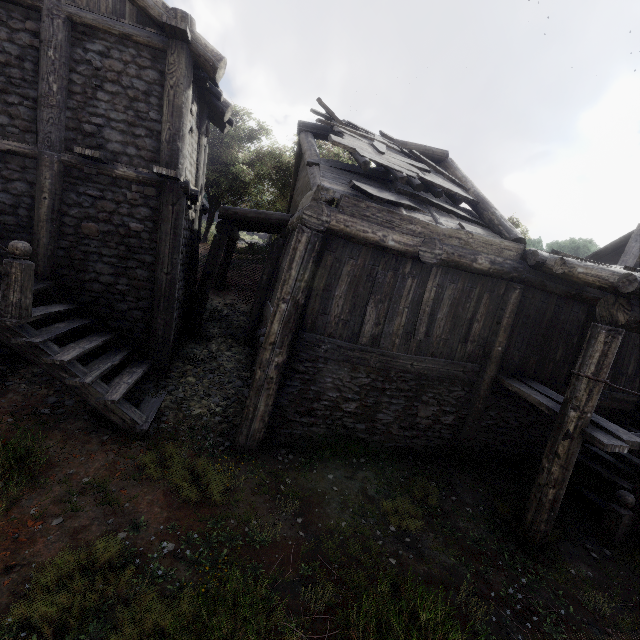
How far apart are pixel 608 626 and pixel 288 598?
4.5 meters

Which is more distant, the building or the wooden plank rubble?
the wooden plank rubble

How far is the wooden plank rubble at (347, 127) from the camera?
→ 7.34m

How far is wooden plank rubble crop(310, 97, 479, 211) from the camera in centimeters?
734cm

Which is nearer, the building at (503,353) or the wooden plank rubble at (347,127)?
the building at (503,353)
